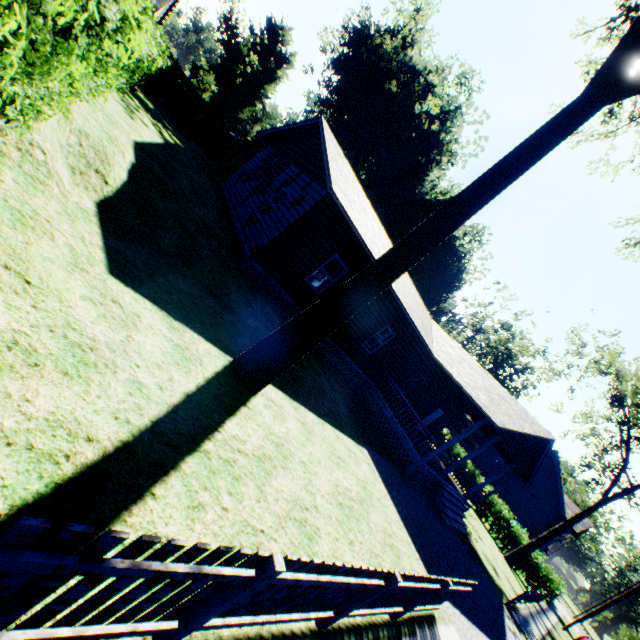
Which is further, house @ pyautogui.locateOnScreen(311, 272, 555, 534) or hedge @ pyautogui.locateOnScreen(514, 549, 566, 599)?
hedge @ pyautogui.locateOnScreen(514, 549, 566, 599)

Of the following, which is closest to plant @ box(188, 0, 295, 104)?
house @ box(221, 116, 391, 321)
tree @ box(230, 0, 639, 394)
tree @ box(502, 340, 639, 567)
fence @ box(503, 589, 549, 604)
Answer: house @ box(221, 116, 391, 321)

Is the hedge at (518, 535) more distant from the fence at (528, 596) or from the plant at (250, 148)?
the plant at (250, 148)

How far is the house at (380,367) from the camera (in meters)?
14.38

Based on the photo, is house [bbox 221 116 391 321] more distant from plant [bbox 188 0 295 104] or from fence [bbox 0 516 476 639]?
plant [bbox 188 0 295 104]

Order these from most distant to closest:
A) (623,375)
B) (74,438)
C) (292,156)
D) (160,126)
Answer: (623,375) < (292,156) < (160,126) < (74,438)

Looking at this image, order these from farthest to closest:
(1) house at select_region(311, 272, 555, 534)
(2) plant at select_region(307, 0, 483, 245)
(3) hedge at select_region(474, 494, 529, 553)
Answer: (2) plant at select_region(307, 0, 483, 245), (3) hedge at select_region(474, 494, 529, 553), (1) house at select_region(311, 272, 555, 534)

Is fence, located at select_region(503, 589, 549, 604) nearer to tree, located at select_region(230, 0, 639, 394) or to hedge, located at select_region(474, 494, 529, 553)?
hedge, located at select_region(474, 494, 529, 553)
